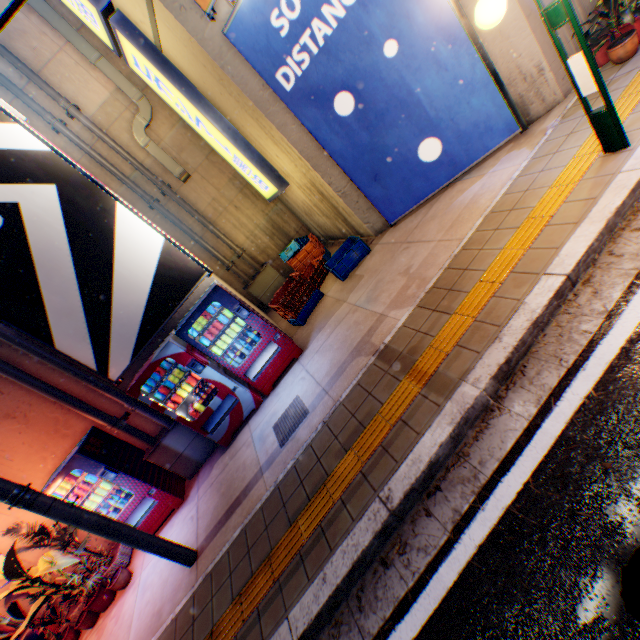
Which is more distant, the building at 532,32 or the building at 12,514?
the building at 12,514

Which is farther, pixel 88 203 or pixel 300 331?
pixel 300 331

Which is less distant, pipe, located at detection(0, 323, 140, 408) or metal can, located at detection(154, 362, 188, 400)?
pipe, located at detection(0, 323, 140, 408)

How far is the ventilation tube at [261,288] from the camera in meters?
9.7 m

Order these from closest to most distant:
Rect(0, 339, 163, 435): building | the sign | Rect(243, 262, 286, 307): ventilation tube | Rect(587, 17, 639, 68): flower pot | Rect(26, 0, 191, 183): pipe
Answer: Rect(587, 17, 639, 68): flower pot, Rect(0, 339, 163, 435): building, the sign, Rect(26, 0, 191, 183): pipe, Rect(243, 262, 286, 307): ventilation tube

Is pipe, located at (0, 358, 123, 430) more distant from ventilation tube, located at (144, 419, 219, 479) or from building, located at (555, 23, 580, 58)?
building, located at (555, 23, 580, 58)

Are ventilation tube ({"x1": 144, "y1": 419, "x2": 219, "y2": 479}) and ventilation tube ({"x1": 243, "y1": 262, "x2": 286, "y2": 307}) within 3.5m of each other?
no

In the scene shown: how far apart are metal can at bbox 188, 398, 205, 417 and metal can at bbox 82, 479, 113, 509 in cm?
167
